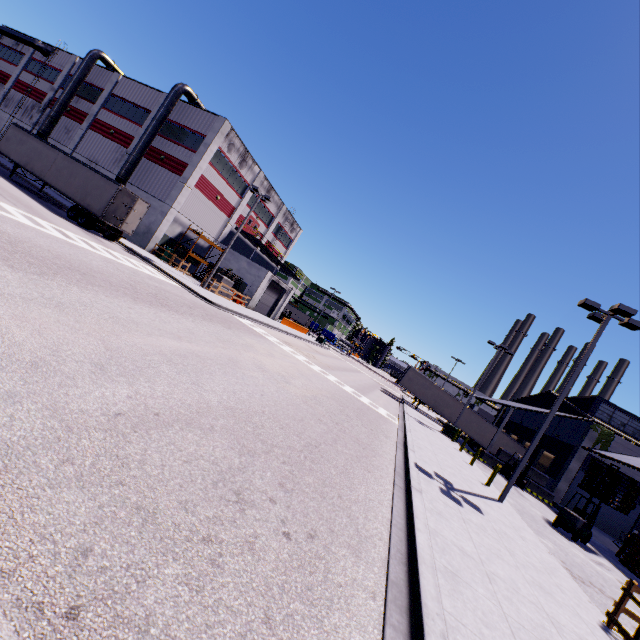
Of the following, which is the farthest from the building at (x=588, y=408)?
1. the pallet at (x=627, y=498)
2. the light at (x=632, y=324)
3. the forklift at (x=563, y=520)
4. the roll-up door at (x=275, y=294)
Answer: the light at (x=632, y=324)

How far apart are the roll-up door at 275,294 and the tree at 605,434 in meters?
32.6 m

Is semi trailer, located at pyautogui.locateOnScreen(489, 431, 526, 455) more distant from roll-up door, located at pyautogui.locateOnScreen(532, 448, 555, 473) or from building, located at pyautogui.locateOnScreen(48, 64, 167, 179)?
roll-up door, located at pyautogui.locateOnScreen(532, 448, 555, 473)

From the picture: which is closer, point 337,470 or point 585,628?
point 585,628

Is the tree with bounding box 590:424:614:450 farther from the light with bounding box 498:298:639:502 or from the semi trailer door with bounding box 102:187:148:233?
the semi trailer door with bounding box 102:187:148:233

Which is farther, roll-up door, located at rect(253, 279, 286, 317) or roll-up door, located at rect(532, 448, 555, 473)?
roll-up door, located at rect(253, 279, 286, 317)

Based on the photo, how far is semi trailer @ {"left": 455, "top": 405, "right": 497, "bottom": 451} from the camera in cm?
3638

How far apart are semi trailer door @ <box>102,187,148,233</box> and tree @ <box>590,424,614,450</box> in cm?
4026
